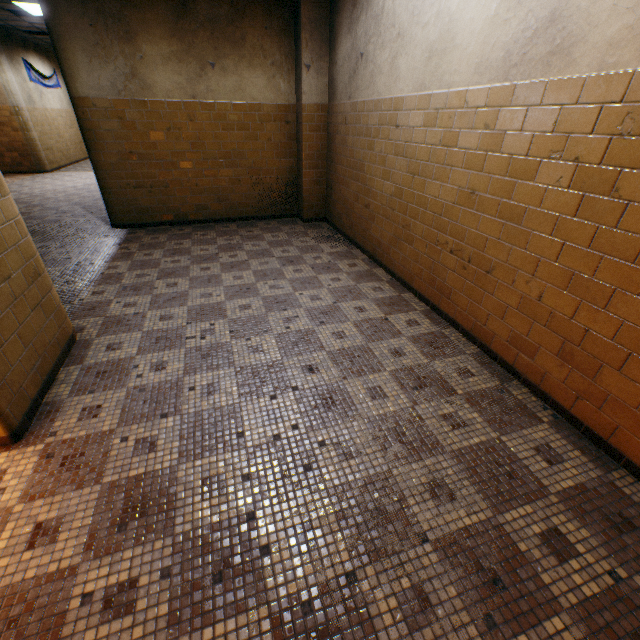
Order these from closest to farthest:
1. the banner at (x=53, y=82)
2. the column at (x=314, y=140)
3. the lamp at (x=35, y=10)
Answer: the column at (x=314, y=140) < the lamp at (x=35, y=10) < the banner at (x=53, y=82)

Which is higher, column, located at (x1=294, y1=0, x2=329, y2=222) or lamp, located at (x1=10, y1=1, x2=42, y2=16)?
lamp, located at (x1=10, y1=1, x2=42, y2=16)

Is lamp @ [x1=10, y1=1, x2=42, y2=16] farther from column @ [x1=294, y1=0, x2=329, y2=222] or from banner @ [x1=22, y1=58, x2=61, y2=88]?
column @ [x1=294, y1=0, x2=329, y2=222]

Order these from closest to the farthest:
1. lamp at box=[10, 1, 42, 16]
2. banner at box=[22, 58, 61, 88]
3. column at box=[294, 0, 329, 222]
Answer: column at box=[294, 0, 329, 222]
lamp at box=[10, 1, 42, 16]
banner at box=[22, 58, 61, 88]

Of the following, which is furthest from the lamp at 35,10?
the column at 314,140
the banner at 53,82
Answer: the column at 314,140

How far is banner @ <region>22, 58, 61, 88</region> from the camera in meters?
11.0 m

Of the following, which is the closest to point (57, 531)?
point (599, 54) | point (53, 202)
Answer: point (599, 54)
